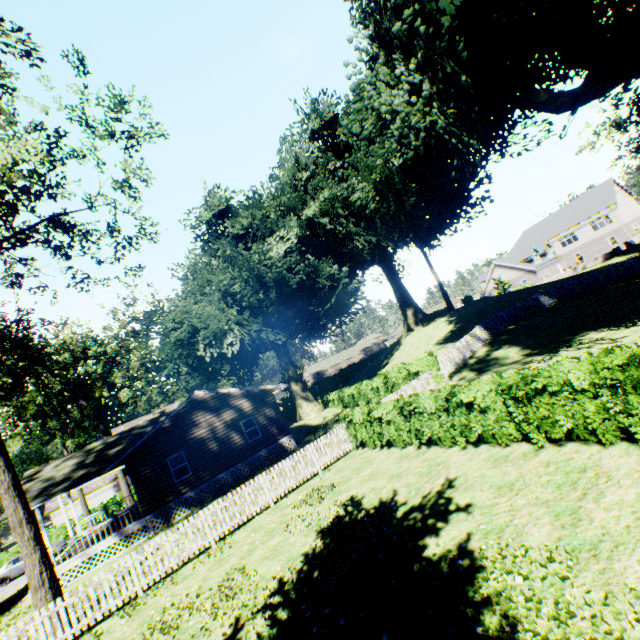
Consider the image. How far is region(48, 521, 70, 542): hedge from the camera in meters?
A: 34.2 m

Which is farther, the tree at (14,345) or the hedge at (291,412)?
the hedge at (291,412)

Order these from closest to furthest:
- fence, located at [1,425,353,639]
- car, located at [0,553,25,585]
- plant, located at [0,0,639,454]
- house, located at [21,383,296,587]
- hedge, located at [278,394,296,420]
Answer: fence, located at [1,425,353,639] → plant, located at [0,0,639,454] → house, located at [21,383,296,587] → car, located at [0,553,25,585] → hedge, located at [278,394,296,420]

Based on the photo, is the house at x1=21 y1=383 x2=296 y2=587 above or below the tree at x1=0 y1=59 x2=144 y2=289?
below

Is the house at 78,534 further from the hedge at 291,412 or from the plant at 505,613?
the hedge at 291,412

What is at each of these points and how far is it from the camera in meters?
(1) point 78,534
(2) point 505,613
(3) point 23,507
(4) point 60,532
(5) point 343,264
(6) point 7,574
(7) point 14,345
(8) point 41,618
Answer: (1) house, 17.5
(2) plant, 4.4
(3) tree, 11.3
(4) hedge, 34.5
(5) plant, 34.7
(6) car, 25.9
(7) tree, 13.6
(8) fence, 9.7

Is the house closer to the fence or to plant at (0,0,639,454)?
plant at (0,0,639,454)

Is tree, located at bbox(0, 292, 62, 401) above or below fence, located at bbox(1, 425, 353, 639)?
above
